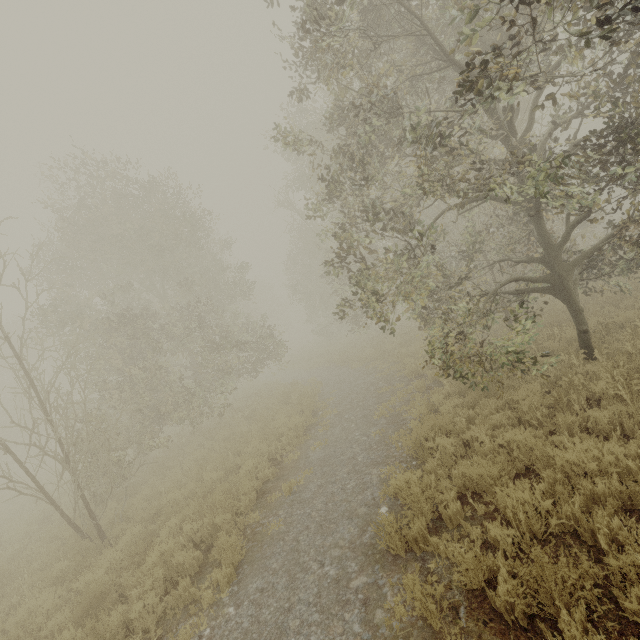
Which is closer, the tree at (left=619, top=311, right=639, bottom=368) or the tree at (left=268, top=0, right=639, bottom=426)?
the tree at (left=268, top=0, right=639, bottom=426)

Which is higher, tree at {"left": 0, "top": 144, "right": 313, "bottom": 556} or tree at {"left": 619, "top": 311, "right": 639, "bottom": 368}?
tree at {"left": 0, "top": 144, "right": 313, "bottom": 556}

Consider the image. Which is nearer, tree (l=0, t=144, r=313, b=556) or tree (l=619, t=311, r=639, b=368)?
tree (l=619, t=311, r=639, b=368)

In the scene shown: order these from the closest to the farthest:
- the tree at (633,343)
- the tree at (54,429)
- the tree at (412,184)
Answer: the tree at (412,184), the tree at (633,343), the tree at (54,429)

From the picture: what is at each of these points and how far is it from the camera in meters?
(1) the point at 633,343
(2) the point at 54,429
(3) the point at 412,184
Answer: (1) tree, 7.0 m
(2) tree, 8.0 m
(3) tree, 16.1 m

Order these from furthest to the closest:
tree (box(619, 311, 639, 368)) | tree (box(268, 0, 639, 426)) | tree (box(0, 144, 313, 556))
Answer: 1. tree (box(0, 144, 313, 556))
2. tree (box(619, 311, 639, 368))
3. tree (box(268, 0, 639, 426))

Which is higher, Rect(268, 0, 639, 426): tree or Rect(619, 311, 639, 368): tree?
Rect(268, 0, 639, 426): tree

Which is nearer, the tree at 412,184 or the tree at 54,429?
the tree at 412,184
